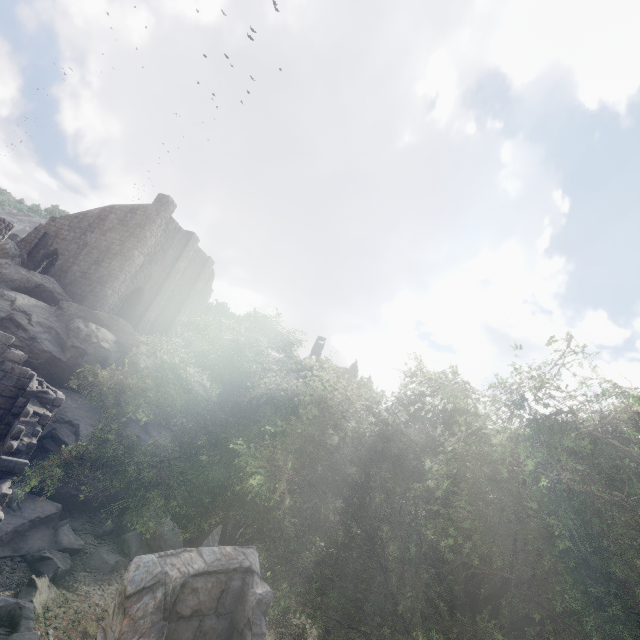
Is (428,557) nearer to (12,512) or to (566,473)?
(566,473)

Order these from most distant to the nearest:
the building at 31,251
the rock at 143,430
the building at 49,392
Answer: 1. the building at 31,251
2. the rock at 143,430
3. the building at 49,392

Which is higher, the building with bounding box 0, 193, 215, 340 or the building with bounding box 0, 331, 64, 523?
the building with bounding box 0, 193, 215, 340

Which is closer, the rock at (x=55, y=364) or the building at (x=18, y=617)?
the building at (x=18, y=617)

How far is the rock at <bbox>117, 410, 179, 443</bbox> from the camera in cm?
1823

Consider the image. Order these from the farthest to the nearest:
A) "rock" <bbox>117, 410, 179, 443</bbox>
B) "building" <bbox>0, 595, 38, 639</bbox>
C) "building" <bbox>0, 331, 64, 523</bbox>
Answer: "rock" <bbox>117, 410, 179, 443</bbox> < "building" <bbox>0, 331, 64, 523</bbox> < "building" <bbox>0, 595, 38, 639</bbox>
